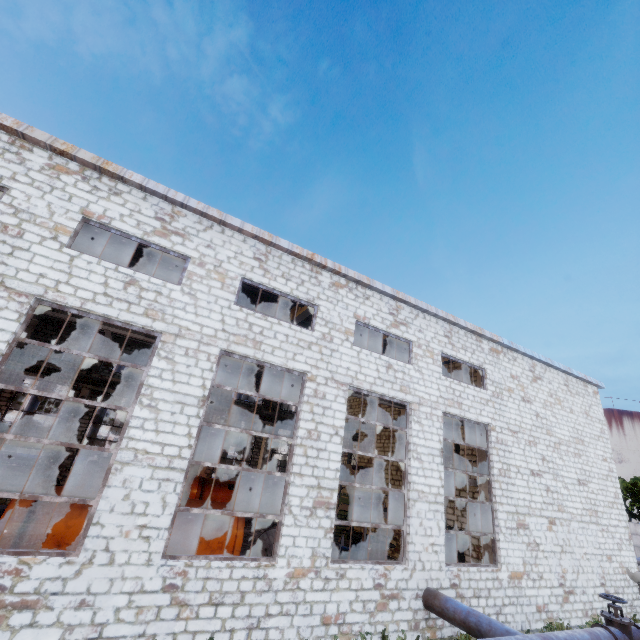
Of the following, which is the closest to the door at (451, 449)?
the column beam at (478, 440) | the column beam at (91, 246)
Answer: the column beam at (478, 440)

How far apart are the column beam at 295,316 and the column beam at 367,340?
4.0m

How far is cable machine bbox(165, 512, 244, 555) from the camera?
9.9m

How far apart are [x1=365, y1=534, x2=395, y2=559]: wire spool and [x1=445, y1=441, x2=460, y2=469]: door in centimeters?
479cm

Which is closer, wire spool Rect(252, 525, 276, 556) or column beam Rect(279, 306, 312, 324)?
wire spool Rect(252, 525, 276, 556)

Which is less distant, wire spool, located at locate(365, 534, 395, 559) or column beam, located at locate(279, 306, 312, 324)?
column beam, located at locate(279, 306, 312, 324)

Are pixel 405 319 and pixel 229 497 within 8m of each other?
no

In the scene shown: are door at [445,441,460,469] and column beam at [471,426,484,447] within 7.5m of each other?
yes
